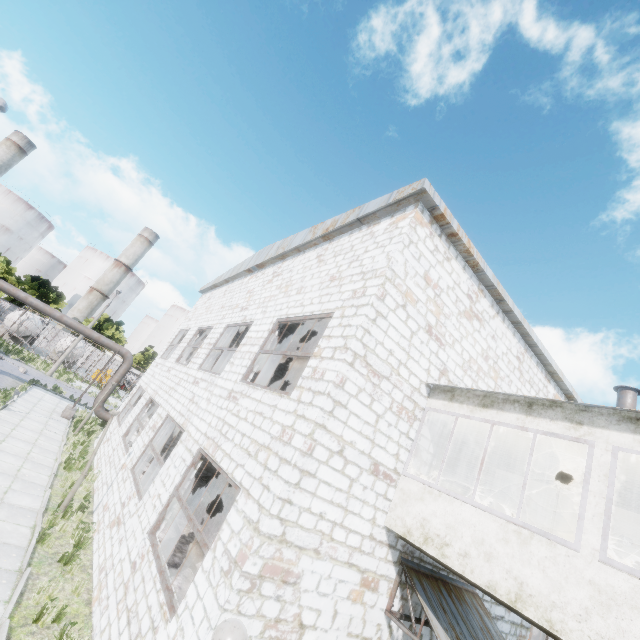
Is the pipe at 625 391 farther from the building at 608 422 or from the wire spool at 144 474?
the wire spool at 144 474

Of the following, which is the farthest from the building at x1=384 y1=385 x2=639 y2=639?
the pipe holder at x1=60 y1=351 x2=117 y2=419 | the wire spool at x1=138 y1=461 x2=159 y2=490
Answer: the pipe holder at x1=60 y1=351 x2=117 y2=419

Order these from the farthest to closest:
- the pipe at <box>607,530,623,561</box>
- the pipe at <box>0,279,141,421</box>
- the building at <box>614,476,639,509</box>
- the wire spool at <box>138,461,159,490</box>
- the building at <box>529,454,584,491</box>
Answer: the pipe at <box>0,279,141,421</box>, the wire spool at <box>138,461,159,490</box>, the pipe at <box>607,530,623,561</box>, the building at <box>529,454,584,491</box>, the building at <box>614,476,639,509</box>

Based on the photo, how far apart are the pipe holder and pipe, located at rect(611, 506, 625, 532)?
26.3 meters

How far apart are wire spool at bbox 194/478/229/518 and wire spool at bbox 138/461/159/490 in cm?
207

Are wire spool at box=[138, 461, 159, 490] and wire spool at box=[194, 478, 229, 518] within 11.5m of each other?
yes

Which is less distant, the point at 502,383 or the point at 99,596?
the point at 99,596

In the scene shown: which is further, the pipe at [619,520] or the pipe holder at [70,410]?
the pipe holder at [70,410]
